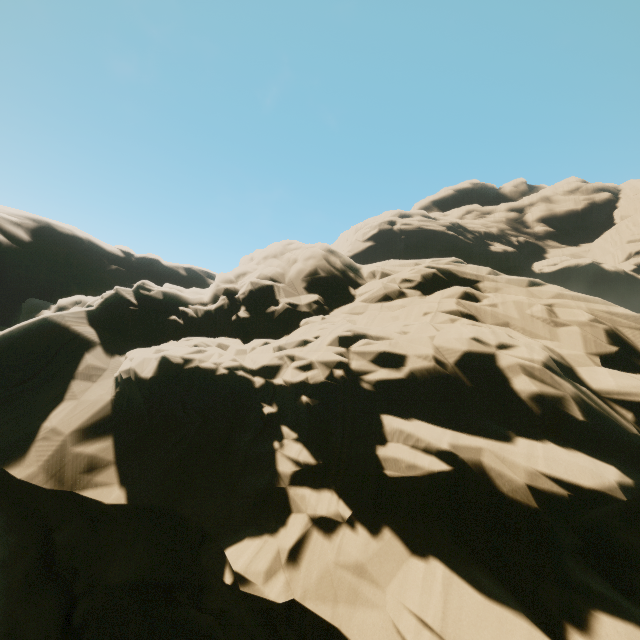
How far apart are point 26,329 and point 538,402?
20.51m
